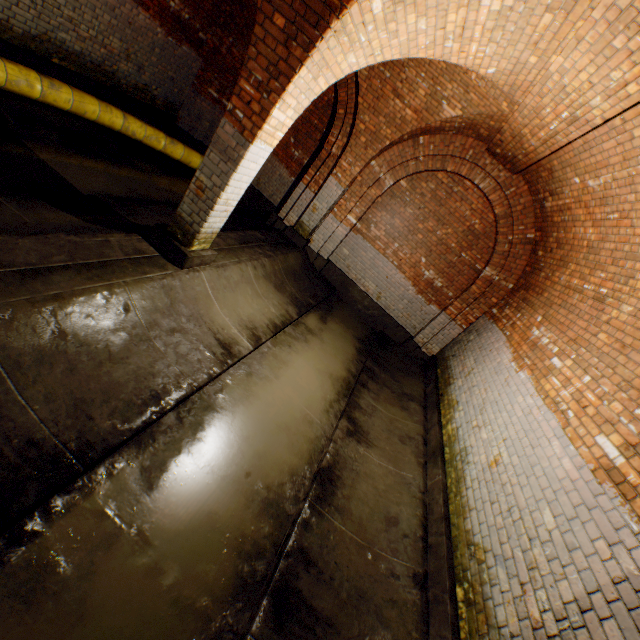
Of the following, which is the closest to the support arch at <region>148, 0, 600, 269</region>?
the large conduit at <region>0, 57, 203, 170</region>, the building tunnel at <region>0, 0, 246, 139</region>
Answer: the building tunnel at <region>0, 0, 246, 139</region>

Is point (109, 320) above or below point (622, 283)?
below

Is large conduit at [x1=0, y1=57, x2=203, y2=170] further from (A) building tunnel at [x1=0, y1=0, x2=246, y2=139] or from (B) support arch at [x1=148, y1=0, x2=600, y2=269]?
(B) support arch at [x1=148, y1=0, x2=600, y2=269]

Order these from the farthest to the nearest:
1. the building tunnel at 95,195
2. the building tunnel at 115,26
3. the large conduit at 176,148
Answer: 1. the building tunnel at 115,26
2. the large conduit at 176,148
3. the building tunnel at 95,195

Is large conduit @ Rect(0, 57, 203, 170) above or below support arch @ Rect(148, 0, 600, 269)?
below

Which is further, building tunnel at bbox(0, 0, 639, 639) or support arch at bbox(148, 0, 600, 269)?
support arch at bbox(148, 0, 600, 269)

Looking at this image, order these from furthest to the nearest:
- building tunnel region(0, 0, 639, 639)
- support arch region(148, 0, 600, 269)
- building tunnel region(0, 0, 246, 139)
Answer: building tunnel region(0, 0, 246, 139) → support arch region(148, 0, 600, 269) → building tunnel region(0, 0, 639, 639)

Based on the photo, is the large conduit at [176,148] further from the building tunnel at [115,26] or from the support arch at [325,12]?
the support arch at [325,12]
